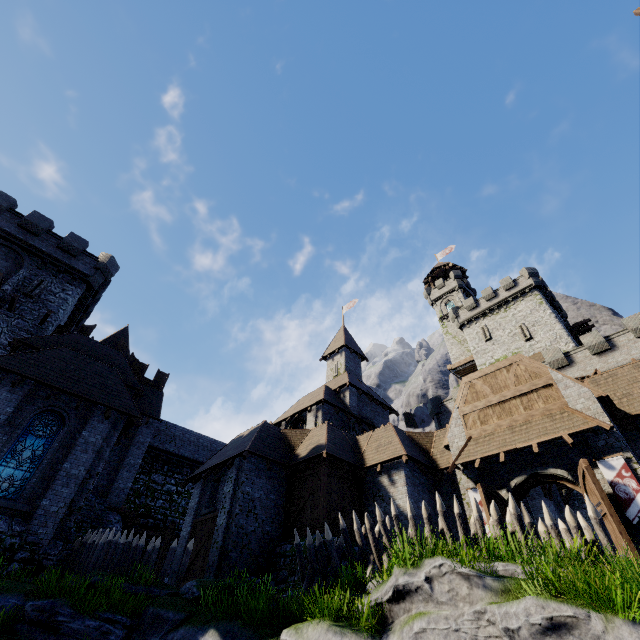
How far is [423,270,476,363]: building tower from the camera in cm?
4544

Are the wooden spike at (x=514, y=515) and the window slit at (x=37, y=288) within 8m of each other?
no

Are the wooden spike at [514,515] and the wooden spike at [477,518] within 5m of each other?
yes

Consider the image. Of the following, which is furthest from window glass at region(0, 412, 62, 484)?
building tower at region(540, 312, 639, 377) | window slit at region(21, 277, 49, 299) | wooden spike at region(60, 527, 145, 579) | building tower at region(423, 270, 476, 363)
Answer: building tower at region(423, 270, 476, 363)

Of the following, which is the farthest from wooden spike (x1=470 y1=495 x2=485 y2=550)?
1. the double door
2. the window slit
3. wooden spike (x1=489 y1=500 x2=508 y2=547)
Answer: the window slit

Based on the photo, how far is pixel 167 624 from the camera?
9.2m

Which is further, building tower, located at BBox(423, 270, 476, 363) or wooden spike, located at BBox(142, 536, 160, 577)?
building tower, located at BBox(423, 270, 476, 363)

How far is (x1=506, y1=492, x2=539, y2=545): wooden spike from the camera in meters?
8.3
